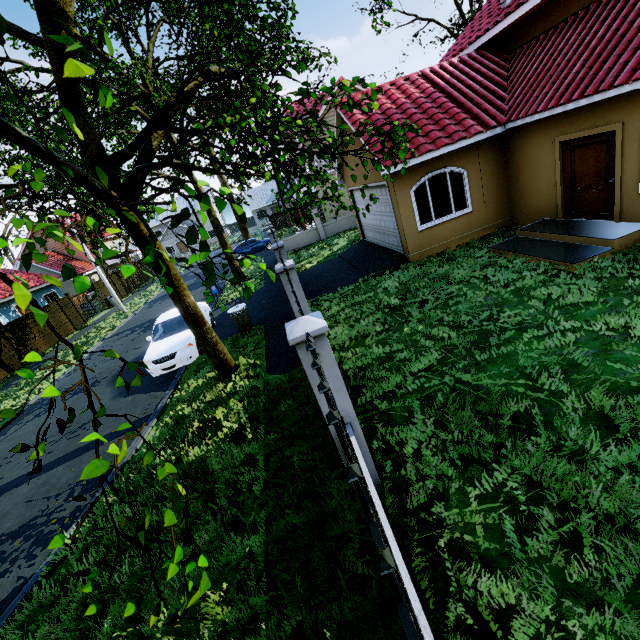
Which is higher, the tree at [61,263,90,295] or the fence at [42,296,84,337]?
the tree at [61,263,90,295]

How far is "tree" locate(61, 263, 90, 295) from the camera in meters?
1.9

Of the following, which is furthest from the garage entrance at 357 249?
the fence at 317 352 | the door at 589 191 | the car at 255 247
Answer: the car at 255 247

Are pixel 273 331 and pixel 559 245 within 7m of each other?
no

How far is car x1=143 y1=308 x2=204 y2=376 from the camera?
9.99m

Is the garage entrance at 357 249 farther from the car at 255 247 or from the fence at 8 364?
the car at 255 247

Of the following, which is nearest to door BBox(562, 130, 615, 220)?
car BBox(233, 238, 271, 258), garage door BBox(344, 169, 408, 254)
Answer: garage door BBox(344, 169, 408, 254)
